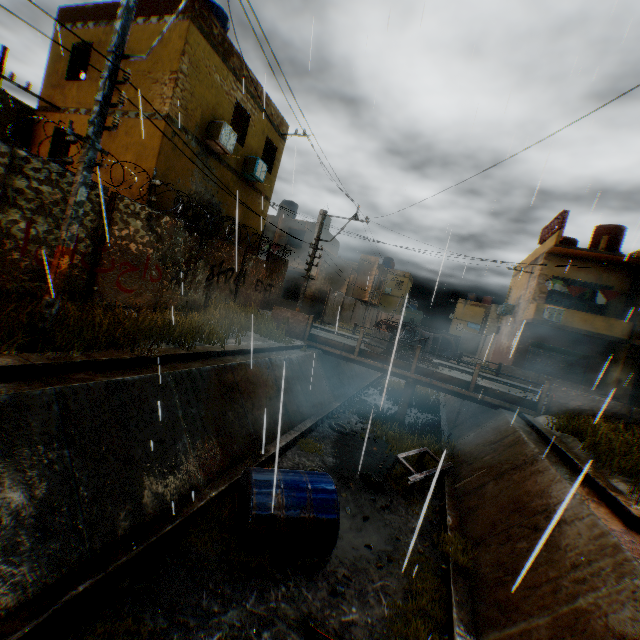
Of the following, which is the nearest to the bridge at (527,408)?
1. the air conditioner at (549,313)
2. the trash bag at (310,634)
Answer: the air conditioner at (549,313)

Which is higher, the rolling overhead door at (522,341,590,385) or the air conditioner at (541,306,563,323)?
the air conditioner at (541,306,563,323)

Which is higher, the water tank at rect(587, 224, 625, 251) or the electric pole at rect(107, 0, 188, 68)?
the water tank at rect(587, 224, 625, 251)

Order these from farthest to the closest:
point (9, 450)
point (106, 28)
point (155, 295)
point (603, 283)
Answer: point (603, 283) < point (106, 28) < point (155, 295) < point (9, 450)

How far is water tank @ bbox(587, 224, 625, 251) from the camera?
20.6 meters

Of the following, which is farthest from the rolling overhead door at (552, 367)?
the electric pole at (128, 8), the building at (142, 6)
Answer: the electric pole at (128, 8)

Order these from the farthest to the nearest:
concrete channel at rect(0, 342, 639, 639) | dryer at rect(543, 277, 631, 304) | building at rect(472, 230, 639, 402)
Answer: dryer at rect(543, 277, 631, 304) → building at rect(472, 230, 639, 402) → concrete channel at rect(0, 342, 639, 639)

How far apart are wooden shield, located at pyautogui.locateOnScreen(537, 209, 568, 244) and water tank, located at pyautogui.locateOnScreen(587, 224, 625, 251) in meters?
2.5 m
